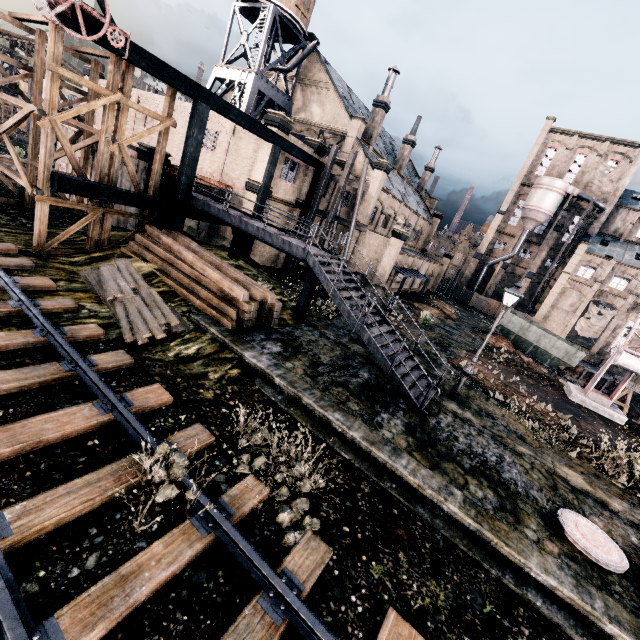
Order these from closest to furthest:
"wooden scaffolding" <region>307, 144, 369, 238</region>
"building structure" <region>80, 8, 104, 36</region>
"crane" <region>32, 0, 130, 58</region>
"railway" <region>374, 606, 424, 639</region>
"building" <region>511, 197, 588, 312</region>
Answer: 1. "railway" <region>374, 606, 424, 639</region>
2. "crane" <region>32, 0, 130, 58</region>
3. "building structure" <region>80, 8, 104, 36</region>
4. "wooden scaffolding" <region>307, 144, 369, 238</region>
5. "building" <region>511, 197, 588, 312</region>

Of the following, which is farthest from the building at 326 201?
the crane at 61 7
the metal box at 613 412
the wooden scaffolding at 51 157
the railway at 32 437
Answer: the metal box at 613 412

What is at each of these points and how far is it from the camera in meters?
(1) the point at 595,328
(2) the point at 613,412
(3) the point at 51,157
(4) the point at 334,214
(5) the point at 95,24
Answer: (1) cloth, 50.9
(2) metal box, 20.8
(3) wooden scaffolding, 13.9
(4) wooden scaffolding, 25.3
(5) building structure, 12.3

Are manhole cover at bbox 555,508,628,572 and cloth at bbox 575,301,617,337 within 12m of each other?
no

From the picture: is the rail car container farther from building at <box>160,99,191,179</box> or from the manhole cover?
the manhole cover

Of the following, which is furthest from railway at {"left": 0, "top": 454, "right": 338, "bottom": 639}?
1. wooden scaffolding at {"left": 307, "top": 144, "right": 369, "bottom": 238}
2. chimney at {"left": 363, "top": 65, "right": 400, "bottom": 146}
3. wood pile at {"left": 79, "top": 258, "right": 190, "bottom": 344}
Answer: chimney at {"left": 363, "top": 65, "right": 400, "bottom": 146}

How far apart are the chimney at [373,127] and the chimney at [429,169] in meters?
22.0 m

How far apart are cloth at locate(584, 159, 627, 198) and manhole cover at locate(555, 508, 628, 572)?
62.2 meters
